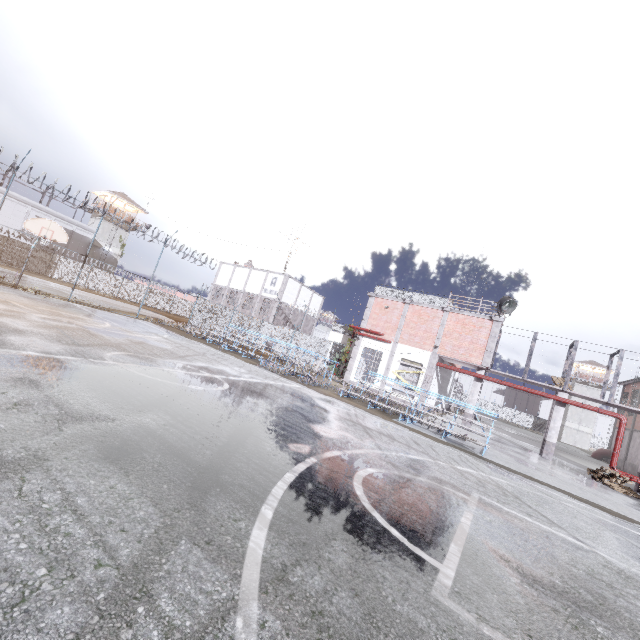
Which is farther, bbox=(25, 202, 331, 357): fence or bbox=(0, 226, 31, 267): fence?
bbox=(0, 226, 31, 267): fence

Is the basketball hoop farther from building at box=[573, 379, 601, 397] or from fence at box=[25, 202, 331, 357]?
building at box=[573, 379, 601, 397]

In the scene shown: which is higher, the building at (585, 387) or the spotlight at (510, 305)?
the building at (585, 387)

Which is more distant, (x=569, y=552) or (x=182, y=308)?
(x=182, y=308)

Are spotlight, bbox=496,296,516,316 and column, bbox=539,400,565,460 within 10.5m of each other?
yes

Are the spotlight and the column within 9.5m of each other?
yes

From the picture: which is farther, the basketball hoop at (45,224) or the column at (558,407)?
the column at (558,407)

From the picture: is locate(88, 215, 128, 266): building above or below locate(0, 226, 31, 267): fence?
above
